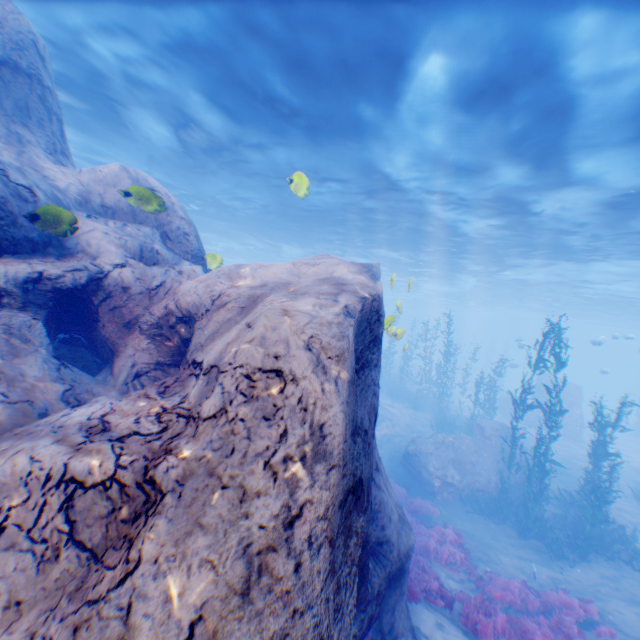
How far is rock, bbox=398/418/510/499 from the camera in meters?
15.2 m

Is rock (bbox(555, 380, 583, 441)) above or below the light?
below

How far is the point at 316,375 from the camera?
2.9m

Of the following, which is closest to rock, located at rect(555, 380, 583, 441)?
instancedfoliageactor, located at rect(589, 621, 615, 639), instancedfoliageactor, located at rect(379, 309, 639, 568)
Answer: instancedfoliageactor, located at rect(379, 309, 639, 568)

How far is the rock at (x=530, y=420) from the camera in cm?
2345

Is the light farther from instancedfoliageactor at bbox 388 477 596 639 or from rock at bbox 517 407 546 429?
instancedfoliageactor at bbox 388 477 596 639

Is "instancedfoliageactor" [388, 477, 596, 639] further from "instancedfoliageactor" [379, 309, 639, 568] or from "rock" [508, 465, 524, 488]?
"instancedfoliageactor" [379, 309, 639, 568]

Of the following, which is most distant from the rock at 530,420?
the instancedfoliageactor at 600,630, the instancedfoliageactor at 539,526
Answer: the instancedfoliageactor at 600,630
